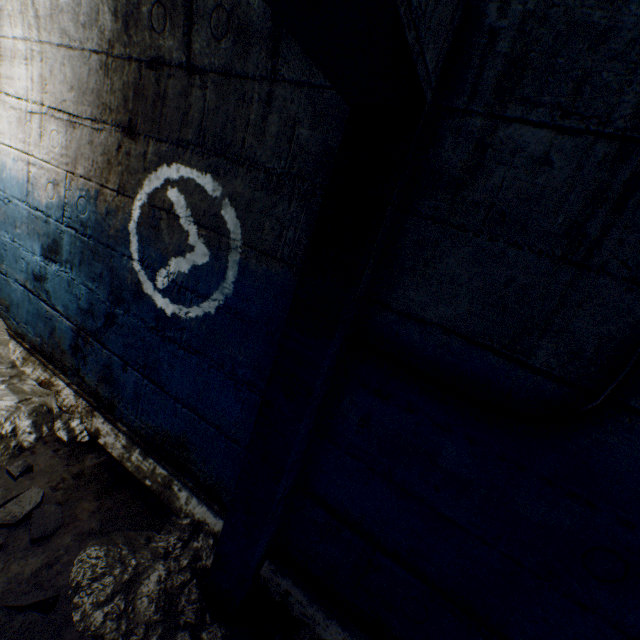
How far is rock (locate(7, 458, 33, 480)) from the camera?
1.8m

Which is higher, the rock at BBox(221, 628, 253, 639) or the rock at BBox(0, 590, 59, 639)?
the rock at BBox(221, 628, 253, 639)

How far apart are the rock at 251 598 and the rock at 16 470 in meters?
1.4

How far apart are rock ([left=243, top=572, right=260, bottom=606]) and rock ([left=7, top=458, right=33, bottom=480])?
1.44m

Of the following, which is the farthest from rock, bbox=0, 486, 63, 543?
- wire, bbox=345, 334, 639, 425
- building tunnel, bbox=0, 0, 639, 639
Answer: wire, bbox=345, 334, 639, 425

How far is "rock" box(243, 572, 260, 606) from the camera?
1.5 meters

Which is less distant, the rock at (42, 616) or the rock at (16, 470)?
the rock at (42, 616)

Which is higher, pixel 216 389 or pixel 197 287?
pixel 197 287
